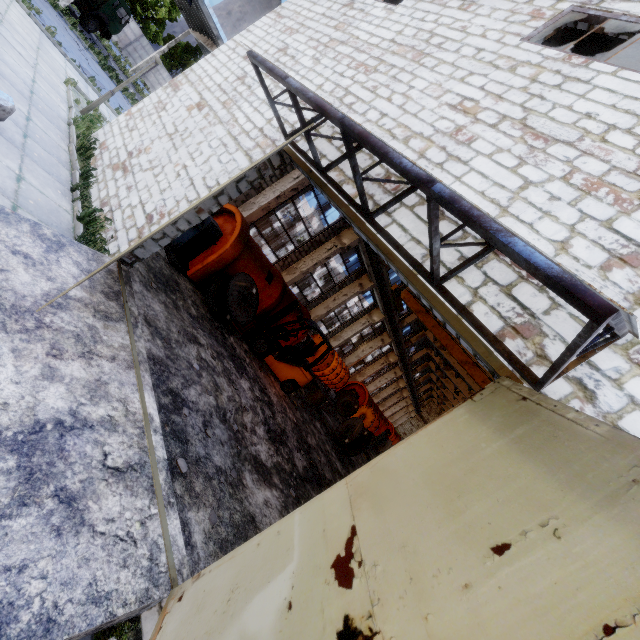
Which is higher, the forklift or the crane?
the crane

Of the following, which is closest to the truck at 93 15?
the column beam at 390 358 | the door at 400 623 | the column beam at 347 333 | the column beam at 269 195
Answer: the column beam at 269 195

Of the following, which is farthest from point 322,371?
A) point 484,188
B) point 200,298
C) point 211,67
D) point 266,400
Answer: point 484,188

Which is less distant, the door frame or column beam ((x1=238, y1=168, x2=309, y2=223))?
the door frame

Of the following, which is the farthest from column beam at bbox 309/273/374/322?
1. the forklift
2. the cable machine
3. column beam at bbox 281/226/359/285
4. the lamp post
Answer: the lamp post

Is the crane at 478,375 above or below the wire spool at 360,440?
above

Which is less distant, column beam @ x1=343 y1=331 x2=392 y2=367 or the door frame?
the door frame

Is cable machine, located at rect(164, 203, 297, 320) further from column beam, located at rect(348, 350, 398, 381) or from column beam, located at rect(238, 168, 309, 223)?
column beam, located at rect(348, 350, 398, 381)
